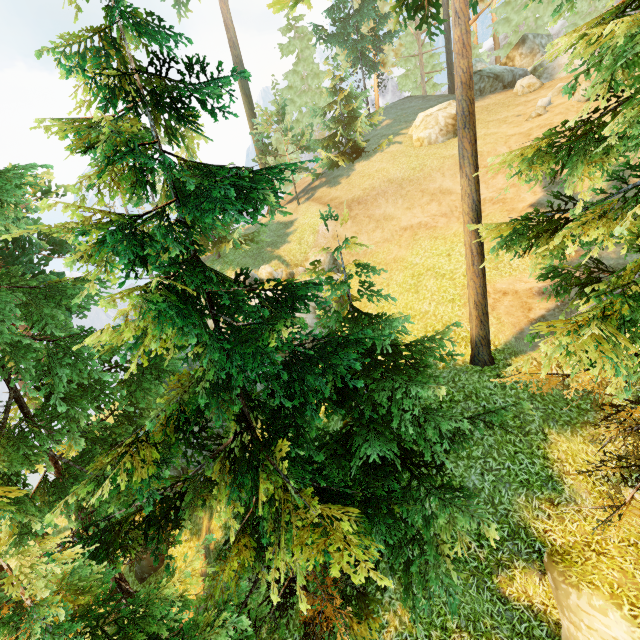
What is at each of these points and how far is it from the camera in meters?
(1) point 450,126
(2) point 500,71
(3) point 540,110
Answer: (1) rock, 22.0 m
(2) rock, 25.9 m
(3) rock, 19.3 m

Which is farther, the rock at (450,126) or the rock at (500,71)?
the rock at (500,71)

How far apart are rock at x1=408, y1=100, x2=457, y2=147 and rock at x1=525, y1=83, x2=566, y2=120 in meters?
3.9

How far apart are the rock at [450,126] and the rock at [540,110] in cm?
393

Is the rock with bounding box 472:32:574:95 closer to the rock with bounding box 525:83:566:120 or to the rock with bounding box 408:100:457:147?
the rock with bounding box 408:100:457:147

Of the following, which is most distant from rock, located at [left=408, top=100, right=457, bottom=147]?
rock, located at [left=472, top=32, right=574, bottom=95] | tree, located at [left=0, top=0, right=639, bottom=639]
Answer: tree, located at [left=0, top=0, right=639, bottom=639]

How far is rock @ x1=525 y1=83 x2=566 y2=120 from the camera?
19.27m

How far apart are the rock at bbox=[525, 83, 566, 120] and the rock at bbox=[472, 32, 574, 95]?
7.24m
